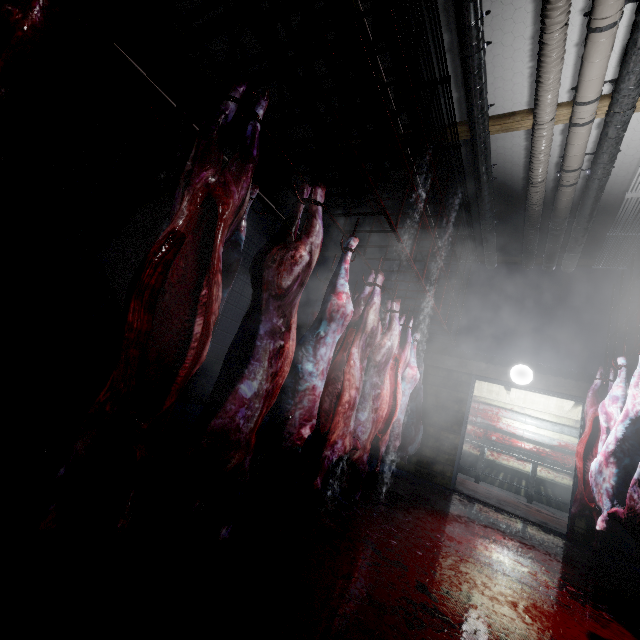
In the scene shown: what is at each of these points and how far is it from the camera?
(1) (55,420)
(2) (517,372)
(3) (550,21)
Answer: (1) meat, 1.4m
(2) light, 5.0m
(3) pipe, 2.5m

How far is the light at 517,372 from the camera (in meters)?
4.93

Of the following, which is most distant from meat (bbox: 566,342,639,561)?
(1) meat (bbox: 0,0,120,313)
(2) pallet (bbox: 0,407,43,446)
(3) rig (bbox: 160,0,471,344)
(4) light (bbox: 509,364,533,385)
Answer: (2) pallet (bbox: 0,407,43,446)

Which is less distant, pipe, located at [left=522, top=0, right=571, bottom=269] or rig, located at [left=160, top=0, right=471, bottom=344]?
rig, located at [left=160, top=0, right=471, bottom=344]

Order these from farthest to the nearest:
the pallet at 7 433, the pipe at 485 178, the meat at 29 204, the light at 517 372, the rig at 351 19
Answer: the light at 517 372
the pipe at 485 178
the pallet at 7 433
the rig at 351 19
the meat at 29 204

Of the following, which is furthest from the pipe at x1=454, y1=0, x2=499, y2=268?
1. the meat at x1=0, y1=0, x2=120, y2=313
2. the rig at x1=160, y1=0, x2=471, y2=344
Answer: the meat at x1=0, y1=0, x2=120, y2=313

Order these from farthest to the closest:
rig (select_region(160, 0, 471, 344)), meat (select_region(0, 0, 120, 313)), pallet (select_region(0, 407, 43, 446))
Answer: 1. pallet (select_region(0, 407, 43, 446))
2. rig (select_region(160, 0, 471, 344))
3. meat (select_region(0, 0, 120, 313))

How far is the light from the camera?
4.93m
